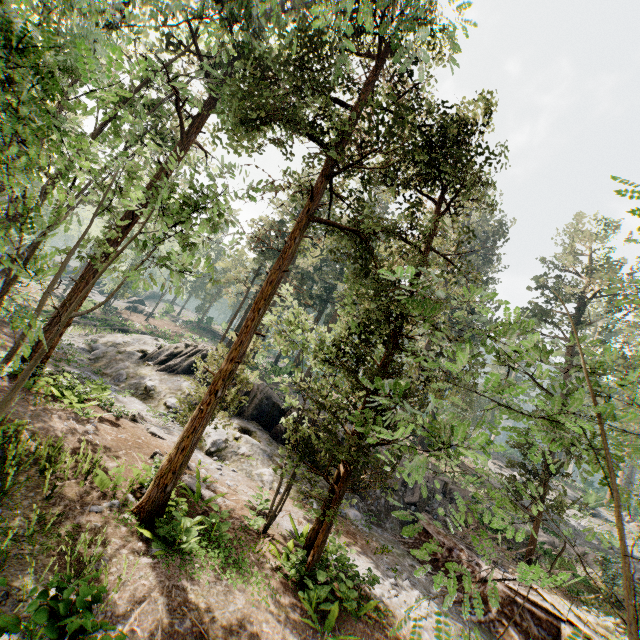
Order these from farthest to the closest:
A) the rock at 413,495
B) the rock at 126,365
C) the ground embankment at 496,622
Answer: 1. the rock at 413,495
2. the rock at 126,365
3. the ground embankment at 496,622

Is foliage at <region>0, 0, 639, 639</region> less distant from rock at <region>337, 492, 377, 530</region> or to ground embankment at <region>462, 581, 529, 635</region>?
ground embankment at <region>462, 581, 529, 635</region>

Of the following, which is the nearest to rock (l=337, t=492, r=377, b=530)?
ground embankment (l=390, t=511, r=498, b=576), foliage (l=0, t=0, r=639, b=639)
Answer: ground embankment (l=390, t=511, r=498, b=576)

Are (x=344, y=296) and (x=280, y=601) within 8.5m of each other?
no

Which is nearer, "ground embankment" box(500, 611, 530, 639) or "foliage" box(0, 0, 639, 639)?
"foliage" box(0, 0, 639, 639)

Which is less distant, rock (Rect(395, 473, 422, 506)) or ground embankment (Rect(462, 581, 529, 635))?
ground embankment (Rect(462, 581, 529, 635))

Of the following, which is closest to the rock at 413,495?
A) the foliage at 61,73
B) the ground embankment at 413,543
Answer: the ground embankment at 413,543
